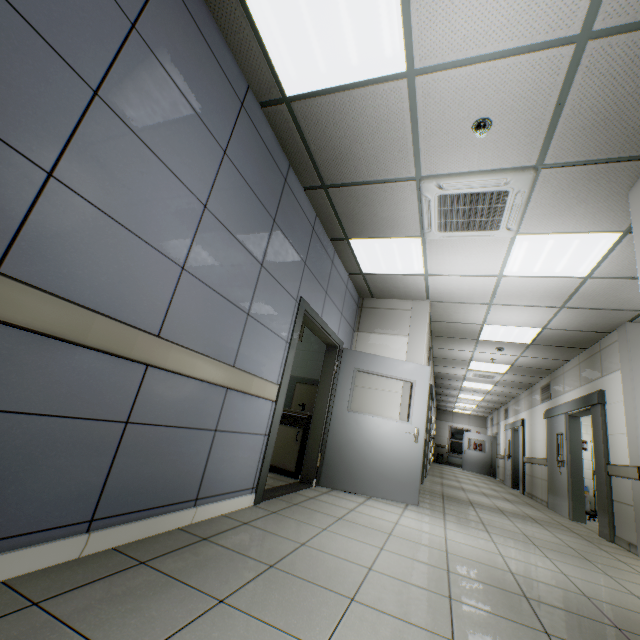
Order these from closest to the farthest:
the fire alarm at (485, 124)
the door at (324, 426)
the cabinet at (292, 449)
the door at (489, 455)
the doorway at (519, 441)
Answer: the fire alarm at (485, 124) → the door at (324, 426) → the cabinet at (292, 449) → the doorway at (519, 441) → the door at (489, 455)

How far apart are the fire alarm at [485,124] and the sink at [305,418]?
4.1 meters

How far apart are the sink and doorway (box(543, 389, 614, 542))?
4.9 meters

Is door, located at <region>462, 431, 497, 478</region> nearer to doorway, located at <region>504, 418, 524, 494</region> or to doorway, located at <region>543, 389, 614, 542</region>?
doorway, located at <region>504, 418, 524, 494</region>

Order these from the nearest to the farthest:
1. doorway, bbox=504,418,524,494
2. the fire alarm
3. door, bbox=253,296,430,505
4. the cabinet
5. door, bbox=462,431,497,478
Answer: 1. the fire alarm
2. door, bbox=253,296,430,505
3. the cabinet
4. doorway, bbox=504,418,524,494
5. door, bbox=462,431,497,478

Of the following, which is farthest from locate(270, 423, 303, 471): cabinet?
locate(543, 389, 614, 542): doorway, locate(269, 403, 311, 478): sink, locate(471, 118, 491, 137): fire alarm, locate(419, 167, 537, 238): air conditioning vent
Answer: locate(543, 389, 614, 542): doorway

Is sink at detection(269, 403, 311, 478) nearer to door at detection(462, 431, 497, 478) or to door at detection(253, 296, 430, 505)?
door at detection(253, 296, 430, 505)

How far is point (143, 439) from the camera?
1.9m
